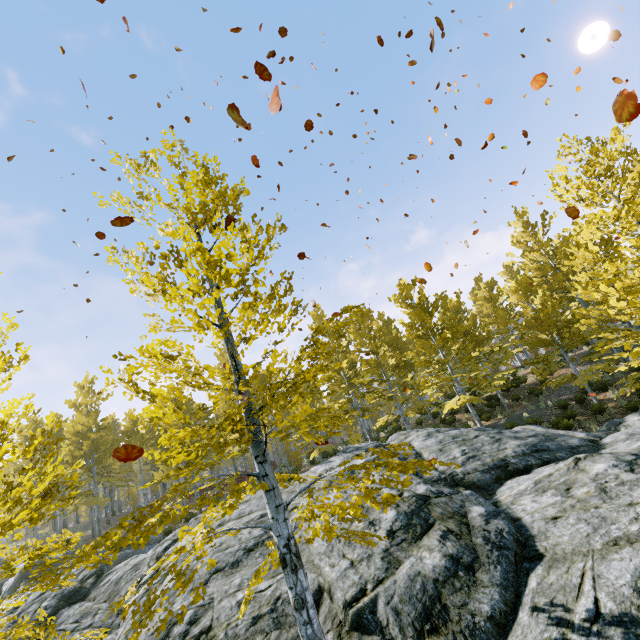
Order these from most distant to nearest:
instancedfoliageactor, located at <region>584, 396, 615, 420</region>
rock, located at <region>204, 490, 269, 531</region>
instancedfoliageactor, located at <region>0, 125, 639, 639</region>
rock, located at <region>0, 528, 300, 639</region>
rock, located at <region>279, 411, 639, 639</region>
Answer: instancedfoliageactor, located at <region>584, 396, 615, 420</region> → rock, located at <region>204, 490, 269, 531</region> → rock, located at <region>0, 528, 300, 639</region> → rock, located at <region>279, 411, 639, 639</region> → instancedfoliageactor, located at <region>0, 125, 639, 639</region>

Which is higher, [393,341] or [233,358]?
[393,341]

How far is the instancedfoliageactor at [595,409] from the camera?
14.2 meters

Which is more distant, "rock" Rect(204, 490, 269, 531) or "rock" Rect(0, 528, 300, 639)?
"rock" Rect(204, 490, 269, 531)

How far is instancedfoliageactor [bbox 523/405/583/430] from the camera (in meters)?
14.30

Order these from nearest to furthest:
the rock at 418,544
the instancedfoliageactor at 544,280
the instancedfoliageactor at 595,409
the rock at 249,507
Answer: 1. the instancedfoliageactor at 544,280
2. the rock at 418,544
3. the rock at 249,507
4. the instancedfoliageactor at 595,409
